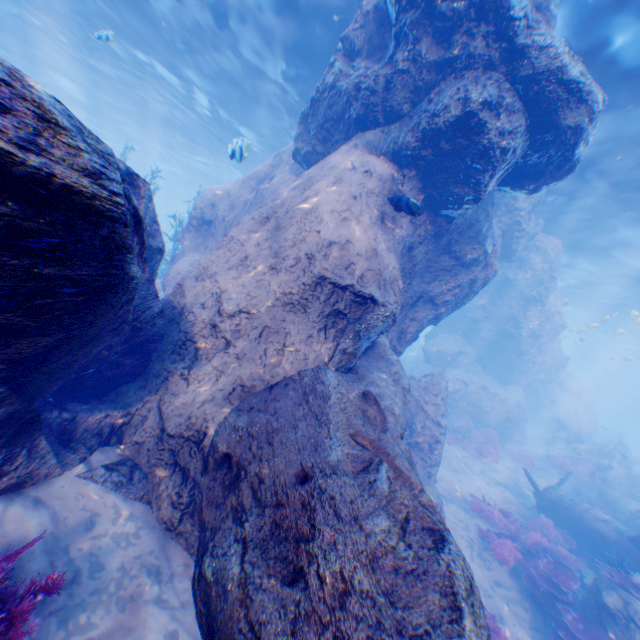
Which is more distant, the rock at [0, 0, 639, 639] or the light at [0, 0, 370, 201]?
the light at [0, 0, 370, 201]

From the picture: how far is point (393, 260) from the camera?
6.7m

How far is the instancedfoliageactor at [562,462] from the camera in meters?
16.8 m

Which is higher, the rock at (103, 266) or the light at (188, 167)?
the light at (188, 167)

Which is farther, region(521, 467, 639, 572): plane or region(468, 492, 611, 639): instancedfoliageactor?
region(521, 467, 639, 572): plane

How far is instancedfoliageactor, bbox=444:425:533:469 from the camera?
17.3 meters

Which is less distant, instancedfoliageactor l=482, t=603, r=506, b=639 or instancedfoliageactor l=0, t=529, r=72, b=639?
instancedfoliageactor l=0, t=529, r=72, b=639

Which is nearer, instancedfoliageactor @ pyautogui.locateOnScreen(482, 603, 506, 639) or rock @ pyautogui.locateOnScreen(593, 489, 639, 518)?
instancedfoliageactor @ pyautogui.locateOnScreen(482, 603, 506, 639)
